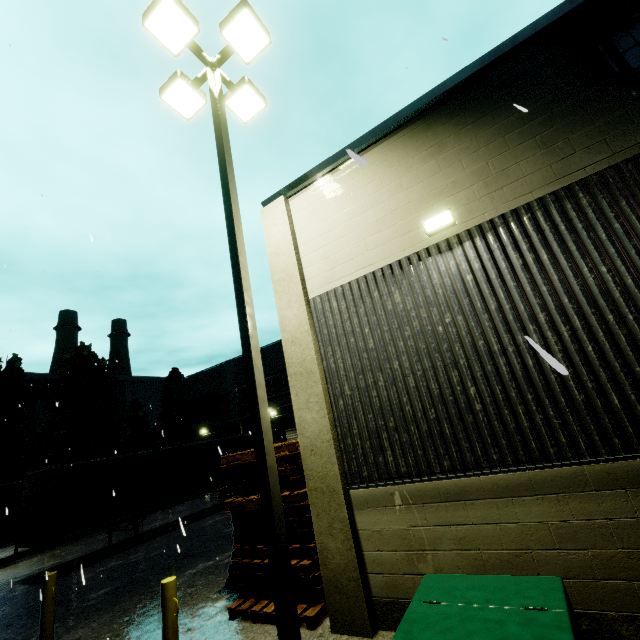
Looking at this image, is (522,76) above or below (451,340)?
above

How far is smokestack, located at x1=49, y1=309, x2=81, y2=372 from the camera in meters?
46.8 m

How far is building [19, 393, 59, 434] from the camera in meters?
36.8 m

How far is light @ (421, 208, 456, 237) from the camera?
5.1 meters

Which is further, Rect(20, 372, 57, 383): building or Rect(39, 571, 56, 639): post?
Rect(20, 372, 57, 383): building

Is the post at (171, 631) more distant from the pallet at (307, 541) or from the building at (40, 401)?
the building at (40, 401)

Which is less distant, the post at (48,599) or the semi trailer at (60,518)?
the post at (48,599)

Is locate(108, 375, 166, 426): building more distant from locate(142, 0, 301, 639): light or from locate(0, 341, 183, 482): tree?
locate(142, 0, 301, 639): light
